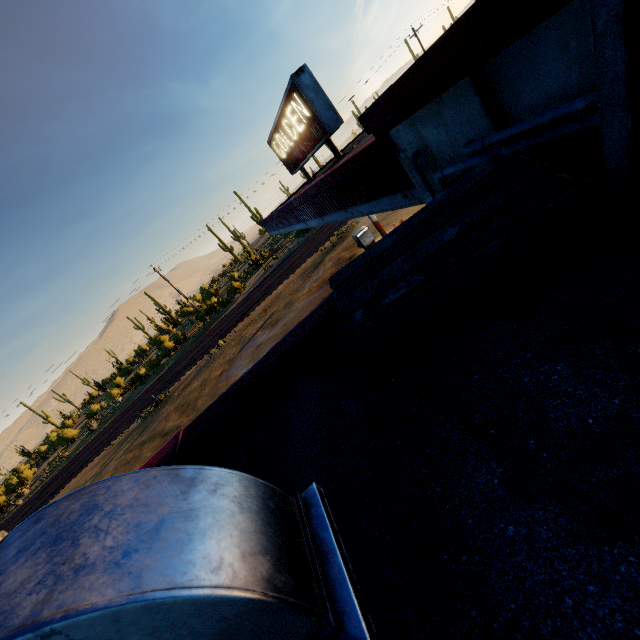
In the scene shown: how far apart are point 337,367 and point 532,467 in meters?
1.1

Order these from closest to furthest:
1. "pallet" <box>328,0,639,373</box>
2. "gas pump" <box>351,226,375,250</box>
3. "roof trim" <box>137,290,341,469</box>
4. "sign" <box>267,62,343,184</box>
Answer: "pallet" <box>328,0,639,373</box> < "roof trim" <box>137,290,341,469</box> < "sign" <box>267,62,343,184</box> < "gas pump" <box>351,226,375,250</box>

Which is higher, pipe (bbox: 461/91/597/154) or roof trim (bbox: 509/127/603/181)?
pipe (bbox: 461/91/597/154)

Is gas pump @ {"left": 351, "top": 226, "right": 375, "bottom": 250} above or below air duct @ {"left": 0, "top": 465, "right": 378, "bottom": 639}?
below

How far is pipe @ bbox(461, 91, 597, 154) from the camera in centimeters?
147cm

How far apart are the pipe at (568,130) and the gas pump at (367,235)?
11.44m

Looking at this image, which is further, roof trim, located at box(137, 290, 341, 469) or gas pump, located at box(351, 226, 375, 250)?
gas pump, located at box(351, 226, 375, 250)

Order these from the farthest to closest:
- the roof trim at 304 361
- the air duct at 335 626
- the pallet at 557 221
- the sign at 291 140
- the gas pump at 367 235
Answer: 1. the gas pump at 367 235
2. the sign at 291 140
3. the roof trim at 304 361
4. the pallet at 557 221
5. the air duct at 335 626
